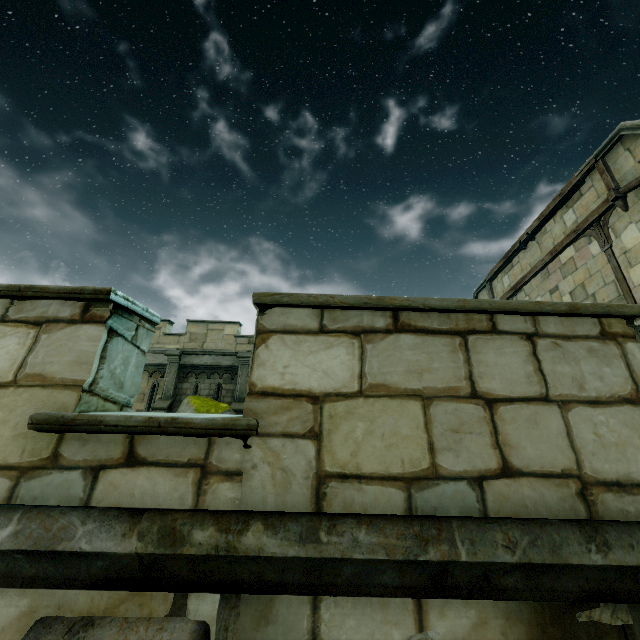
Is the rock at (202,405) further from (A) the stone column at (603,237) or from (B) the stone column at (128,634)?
(A) the stone column at (603,237)

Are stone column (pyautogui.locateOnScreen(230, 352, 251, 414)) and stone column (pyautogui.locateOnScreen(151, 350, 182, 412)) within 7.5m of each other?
yes

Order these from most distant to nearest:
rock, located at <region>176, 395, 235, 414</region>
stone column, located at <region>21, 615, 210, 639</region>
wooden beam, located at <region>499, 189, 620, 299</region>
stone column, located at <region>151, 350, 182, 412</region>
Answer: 1. stone column, located at <region>151, 350, 182, 412</region>
2. rock, located at <region>176, 395, 235, 414</region>
3. wooden beam, located at <region>499, 189, 620, 299</region>
4. stone column, located at <region>21, 615, 210, 639</region>

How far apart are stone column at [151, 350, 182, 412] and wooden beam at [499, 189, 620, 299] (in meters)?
15.72

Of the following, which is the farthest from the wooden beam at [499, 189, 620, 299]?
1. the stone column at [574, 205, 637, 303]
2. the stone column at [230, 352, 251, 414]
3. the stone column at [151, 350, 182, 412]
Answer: the stone column at [151, 350, 182, 412]

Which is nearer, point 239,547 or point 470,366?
point 239,547

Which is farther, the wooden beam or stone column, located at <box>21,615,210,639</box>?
the wooden beam

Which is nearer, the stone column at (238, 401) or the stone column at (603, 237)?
the stone column at (603, 237)
